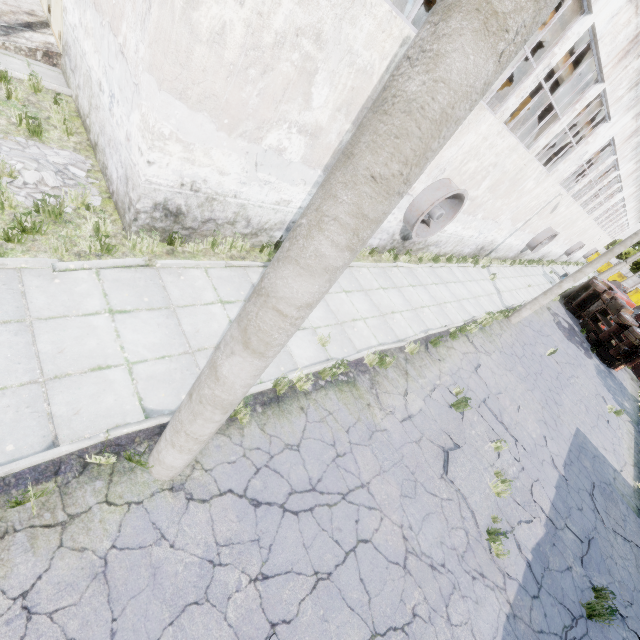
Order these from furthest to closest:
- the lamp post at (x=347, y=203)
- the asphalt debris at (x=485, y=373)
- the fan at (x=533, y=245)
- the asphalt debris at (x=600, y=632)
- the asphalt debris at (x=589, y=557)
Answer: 1. the fan at (x=533, y=245)
2. the asphalt debris at (x=485, y=373)
3. the asphalt debris at (x=589, y=557)
4. the asphalt debris at (x=600, y=632)
5. the lamp post at (x=347, y=203)

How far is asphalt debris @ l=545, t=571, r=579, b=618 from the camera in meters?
6.7

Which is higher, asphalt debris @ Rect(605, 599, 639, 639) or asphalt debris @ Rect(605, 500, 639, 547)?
asphalt debris @ Rect(605, 500, 639, 547)

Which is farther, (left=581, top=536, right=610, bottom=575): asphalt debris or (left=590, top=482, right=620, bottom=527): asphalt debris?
(left=590, top=482, right=620, bottom=527): asphalt debris

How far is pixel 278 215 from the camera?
7.9m

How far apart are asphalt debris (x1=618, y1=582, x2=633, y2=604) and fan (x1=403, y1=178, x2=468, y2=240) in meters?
10.9 m

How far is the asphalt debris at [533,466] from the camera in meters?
7.2

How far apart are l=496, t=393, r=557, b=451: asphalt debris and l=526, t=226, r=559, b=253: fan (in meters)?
17.11
